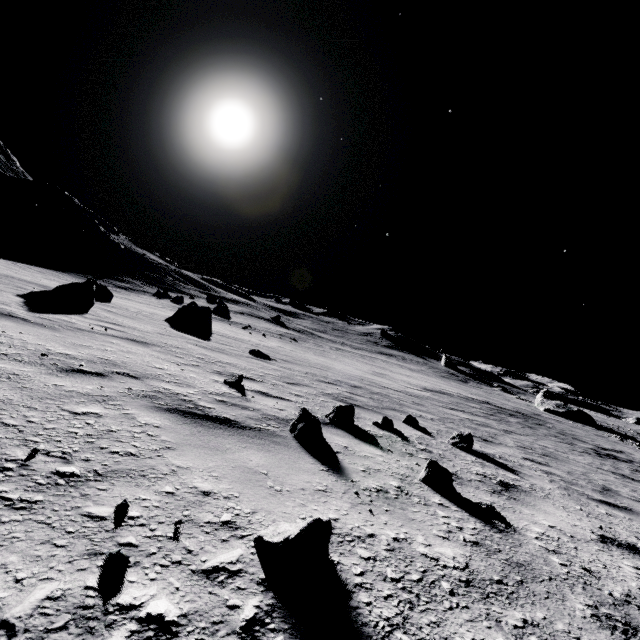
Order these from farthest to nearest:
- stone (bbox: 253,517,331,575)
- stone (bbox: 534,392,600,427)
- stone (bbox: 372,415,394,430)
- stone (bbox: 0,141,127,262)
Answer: stone (bbox: 0,141,127,262) < stone (bbox: 534,392,600,427) < stone (bbox: 372,415,394,430) < stone (bbox: 253,517,331,575)

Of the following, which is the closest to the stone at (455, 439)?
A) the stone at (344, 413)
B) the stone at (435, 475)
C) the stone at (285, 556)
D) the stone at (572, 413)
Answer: the stone at (344, 413)

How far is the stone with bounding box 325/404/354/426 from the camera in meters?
4.2 m

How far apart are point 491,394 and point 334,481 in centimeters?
5021cm

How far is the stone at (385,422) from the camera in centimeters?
495cm

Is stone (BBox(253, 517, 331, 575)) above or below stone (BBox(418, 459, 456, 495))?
above

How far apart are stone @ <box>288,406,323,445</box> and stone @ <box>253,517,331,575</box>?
1.5 meters

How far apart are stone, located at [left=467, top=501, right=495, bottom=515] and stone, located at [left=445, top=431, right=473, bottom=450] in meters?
2.7
